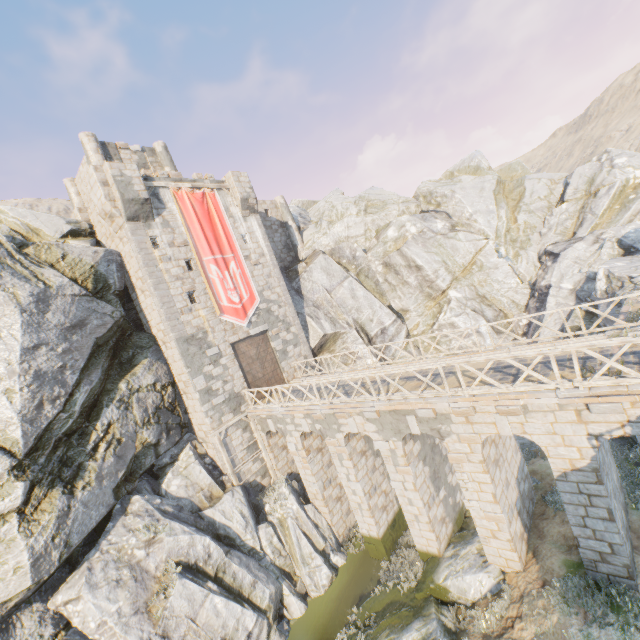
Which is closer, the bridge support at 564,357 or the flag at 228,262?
the bridge support at 564,357

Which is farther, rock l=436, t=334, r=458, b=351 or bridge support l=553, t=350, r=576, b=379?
rock l=436, t=334, r=458, b=351

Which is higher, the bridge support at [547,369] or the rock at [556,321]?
the bridge support at [547,369]

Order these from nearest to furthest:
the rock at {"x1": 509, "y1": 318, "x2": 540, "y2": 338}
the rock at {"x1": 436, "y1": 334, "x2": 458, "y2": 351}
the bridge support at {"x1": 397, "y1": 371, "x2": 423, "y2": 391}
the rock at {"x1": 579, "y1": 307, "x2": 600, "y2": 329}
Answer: the bridge support at {"x1": 397, "y1": 371, "x2": 423, "y2": 391} → the rock at {"x1": 579, "y1": 307, "x2": 600, "y2": 329} → the rock at {"x1": 509, "y1": 318, "x2": 540, "y2": 338} → the rock at {"x1": 436, "y1": 334, "x2": 458, "y2": 351}

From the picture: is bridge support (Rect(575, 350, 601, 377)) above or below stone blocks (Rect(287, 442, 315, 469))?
above

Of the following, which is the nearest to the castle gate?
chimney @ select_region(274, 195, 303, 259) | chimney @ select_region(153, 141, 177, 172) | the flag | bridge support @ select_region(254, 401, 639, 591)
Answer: the flag

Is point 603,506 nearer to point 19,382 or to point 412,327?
point 412,327

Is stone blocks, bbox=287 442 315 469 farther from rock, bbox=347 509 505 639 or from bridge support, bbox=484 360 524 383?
bridge support, bbox=484 360 524 383
